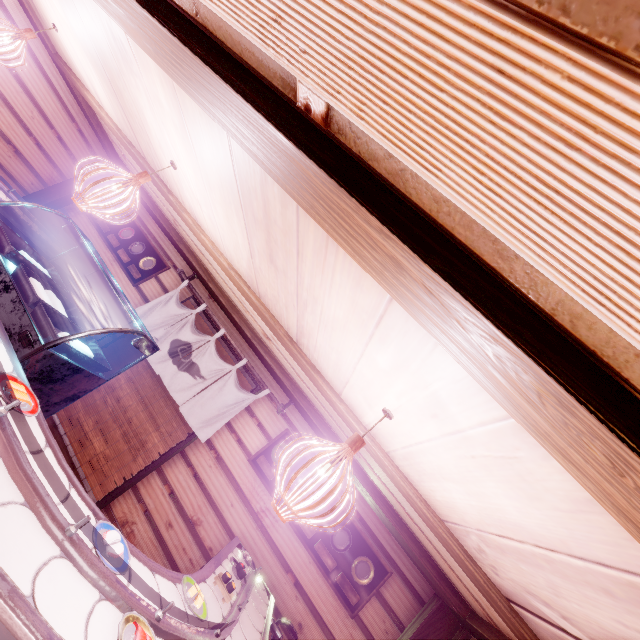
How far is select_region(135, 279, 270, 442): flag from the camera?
7.56m

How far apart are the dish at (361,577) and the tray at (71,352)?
6.2 meters

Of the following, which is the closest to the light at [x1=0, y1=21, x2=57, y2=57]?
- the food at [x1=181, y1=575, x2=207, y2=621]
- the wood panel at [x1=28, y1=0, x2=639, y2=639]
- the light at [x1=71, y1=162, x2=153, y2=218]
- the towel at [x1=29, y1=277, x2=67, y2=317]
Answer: the wood panel at [x1=28, y1=0, x2=639, y2=639]

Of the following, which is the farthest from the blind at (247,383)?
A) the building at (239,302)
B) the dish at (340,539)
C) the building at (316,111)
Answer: the building at (316,111)

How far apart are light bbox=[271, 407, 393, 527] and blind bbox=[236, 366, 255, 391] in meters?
5.3 m

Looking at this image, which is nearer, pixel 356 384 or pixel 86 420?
pixel 356 384

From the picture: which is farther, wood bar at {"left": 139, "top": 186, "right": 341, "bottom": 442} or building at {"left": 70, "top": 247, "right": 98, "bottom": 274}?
building at {"left": 70, "top": 247, "right": 98, "bottom": 274}

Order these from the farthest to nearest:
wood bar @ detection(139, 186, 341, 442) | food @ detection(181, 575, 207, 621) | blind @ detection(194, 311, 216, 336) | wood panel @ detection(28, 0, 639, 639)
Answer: blind @ detection(194, 311, 216, 336), wood bar @ detection(139, 186, 341, 442), food @ detection(181, 575, 207, 621), wood panel @ detection(28, 0, 639, 639)
